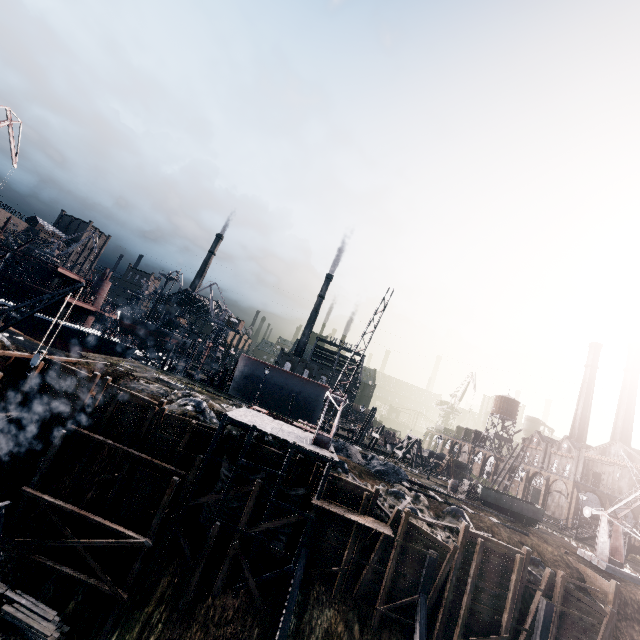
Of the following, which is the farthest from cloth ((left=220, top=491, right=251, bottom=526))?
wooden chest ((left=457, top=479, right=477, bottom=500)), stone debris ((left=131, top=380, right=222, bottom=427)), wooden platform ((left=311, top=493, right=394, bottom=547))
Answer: wooden chest ((left=457, top=479, right=477, bottom=500))

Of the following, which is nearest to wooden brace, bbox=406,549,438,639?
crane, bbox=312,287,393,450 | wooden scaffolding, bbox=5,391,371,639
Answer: wooden scaffolding, bbox=5,391,371,639

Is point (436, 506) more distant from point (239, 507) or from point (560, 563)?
point (239, 507)

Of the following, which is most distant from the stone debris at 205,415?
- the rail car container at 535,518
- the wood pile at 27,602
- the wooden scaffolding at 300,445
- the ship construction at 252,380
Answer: the rail car container at 535,518

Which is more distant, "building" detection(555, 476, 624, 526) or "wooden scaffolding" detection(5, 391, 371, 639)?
"building" detection(555, 476, 624, 526)

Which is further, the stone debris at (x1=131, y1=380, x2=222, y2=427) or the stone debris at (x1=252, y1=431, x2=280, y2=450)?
the stone debris at (x1=252, y1=431, x2=280, y2=450)

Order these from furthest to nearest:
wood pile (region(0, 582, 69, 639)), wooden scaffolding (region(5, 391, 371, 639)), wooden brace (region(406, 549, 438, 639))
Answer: wooden brace (region(406, 549, 438, 639))
wooden scaffolding (region(5, 391, 371, 639))
wood pile (region(0, 582, 69, 639))

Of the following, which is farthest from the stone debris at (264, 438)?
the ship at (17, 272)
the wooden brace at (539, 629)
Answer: the wooden brace at (539, 629)
